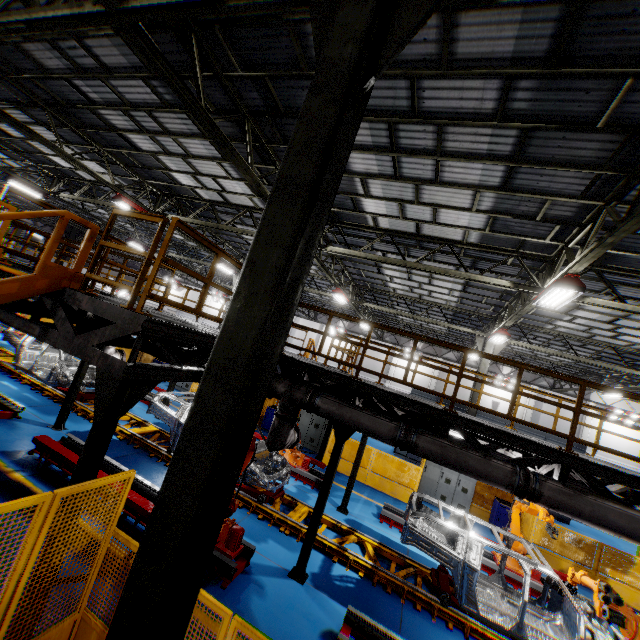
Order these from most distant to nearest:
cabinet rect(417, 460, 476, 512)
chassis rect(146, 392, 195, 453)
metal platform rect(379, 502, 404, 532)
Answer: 1. cabinet rect(417, 460, 476, 512)
2. metal platform rect(379, 502, 404, 532)
3. chassis rect(146, 392, 195, 453)

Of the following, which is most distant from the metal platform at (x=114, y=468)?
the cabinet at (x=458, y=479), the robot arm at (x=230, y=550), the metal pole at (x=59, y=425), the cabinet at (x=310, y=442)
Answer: the cabinet at (x=458, y=479)

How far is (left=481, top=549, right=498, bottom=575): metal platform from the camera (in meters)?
9.23

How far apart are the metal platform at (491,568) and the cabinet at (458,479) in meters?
3.0

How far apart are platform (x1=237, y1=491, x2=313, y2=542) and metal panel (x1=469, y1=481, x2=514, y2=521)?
A: 4.6m

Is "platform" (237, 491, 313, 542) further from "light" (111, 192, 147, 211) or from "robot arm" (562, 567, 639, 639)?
"light" (111, 192, 147, 211)

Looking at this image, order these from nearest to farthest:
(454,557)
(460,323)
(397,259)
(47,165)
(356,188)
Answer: (454,557) → (356,188) → (397,259) → (47,165) → (460,323)

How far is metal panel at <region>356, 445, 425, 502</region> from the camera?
13.0 meters
